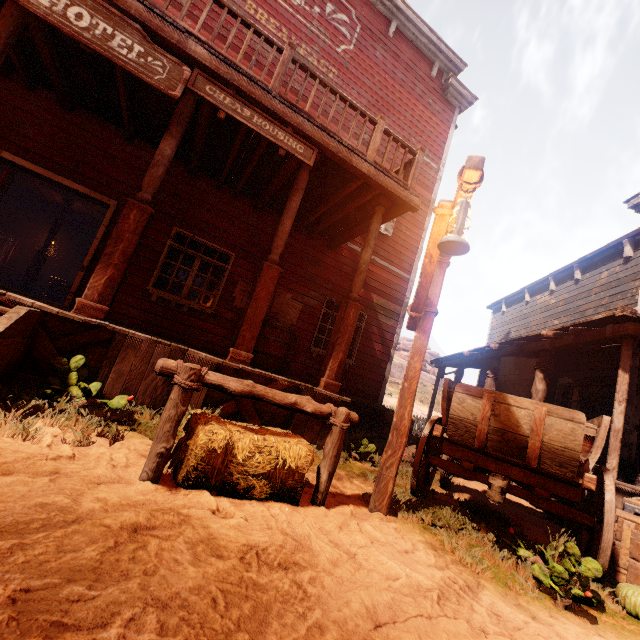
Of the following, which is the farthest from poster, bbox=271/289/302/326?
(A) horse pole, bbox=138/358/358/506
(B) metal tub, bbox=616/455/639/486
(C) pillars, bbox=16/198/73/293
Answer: (C) pillars, bbox=16/198/73/293

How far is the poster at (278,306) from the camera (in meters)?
8.05

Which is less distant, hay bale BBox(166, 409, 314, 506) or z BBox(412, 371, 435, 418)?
hay bale BBox(166, 409, 314, 506)

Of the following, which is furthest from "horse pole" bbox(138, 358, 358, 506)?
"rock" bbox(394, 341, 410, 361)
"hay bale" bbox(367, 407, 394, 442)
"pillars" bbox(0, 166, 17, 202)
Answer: "rock" bbox(394, 341, 410, 361)

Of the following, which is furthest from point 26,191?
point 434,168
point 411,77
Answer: point 434,168

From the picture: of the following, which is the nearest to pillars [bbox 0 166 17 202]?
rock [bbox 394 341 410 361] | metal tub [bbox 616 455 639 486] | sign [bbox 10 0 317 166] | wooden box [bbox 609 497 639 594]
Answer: sign [bbox 10 0 317 166]

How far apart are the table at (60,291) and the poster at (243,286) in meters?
9.2

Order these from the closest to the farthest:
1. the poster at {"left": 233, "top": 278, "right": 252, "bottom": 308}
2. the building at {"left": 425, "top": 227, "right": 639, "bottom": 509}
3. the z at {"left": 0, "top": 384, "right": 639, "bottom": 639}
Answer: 1. the z at {"left": 0, "top": 384, "right": 639, "bottom": 639}
2. the building at {"left": 425, "top": 227, "right": 639, "bottom": 509}
3. the poster at {"left": 233, "top": 278, "right": 252, "bottom": 308}
